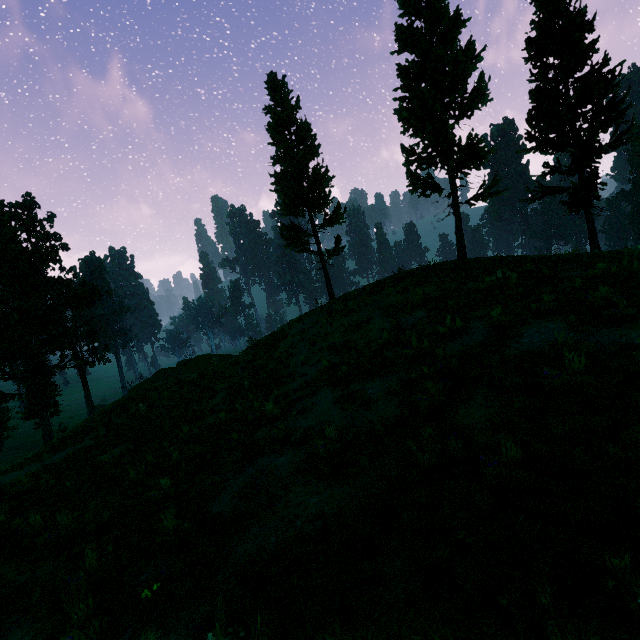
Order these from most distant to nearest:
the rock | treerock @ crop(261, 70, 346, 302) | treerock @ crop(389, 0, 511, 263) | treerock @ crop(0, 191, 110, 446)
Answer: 1. treerock @ crop(0, 191, 110, 446)
2. the rock
3. treerock @ crop(261, 70, 346, 302)
4. treerock @ crop(389, 0, 511, 263)

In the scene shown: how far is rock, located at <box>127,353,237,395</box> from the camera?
24.85m

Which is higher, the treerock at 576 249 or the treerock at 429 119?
the treerock at 429 119

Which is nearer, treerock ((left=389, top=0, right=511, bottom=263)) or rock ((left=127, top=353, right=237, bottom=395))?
treerock ((left=389, top=0, right=511, bottom=263))

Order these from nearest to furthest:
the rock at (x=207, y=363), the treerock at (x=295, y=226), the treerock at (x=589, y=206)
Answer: the treerock at (x=589, y=206) < the treerock at (x=295, y=226) < the rock at (x=207, y=363)

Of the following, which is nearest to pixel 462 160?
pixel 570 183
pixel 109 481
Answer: pixel 570 183

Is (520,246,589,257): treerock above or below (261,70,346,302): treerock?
below

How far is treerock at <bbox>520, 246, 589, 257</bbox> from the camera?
14.99m
